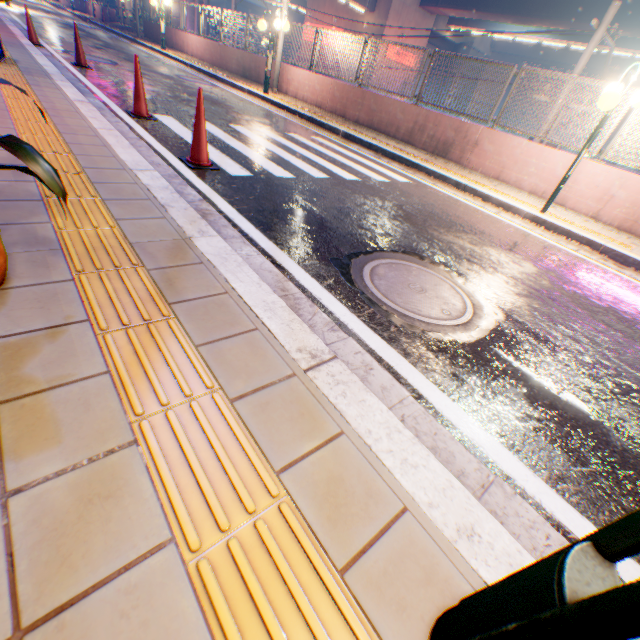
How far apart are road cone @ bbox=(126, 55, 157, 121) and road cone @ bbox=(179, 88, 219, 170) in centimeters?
206cm

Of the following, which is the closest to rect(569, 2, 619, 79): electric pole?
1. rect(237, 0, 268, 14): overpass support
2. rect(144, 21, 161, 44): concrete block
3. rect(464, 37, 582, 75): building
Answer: rect(144, 21, 161, 44): concrete block

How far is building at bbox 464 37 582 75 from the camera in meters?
38.6

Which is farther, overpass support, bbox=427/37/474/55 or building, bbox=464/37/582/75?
building, bbox=464/37/582/75

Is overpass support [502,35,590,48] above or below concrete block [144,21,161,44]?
above

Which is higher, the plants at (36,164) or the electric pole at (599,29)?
the electric pole at (599,29)

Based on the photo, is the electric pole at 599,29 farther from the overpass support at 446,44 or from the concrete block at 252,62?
the overpass support at 446,44

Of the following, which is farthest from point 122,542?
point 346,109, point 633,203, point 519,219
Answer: point 346,109
